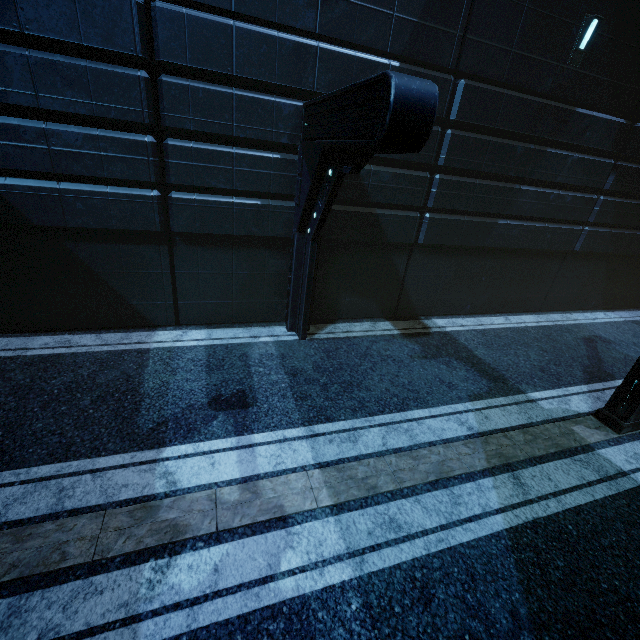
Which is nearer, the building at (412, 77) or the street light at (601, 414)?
the building at (412, 77)

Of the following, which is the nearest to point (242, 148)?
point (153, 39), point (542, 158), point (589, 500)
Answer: point (153, 39)

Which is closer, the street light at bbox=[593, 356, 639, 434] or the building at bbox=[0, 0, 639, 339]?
the building at bbox=[0, 0, 639, 339]
